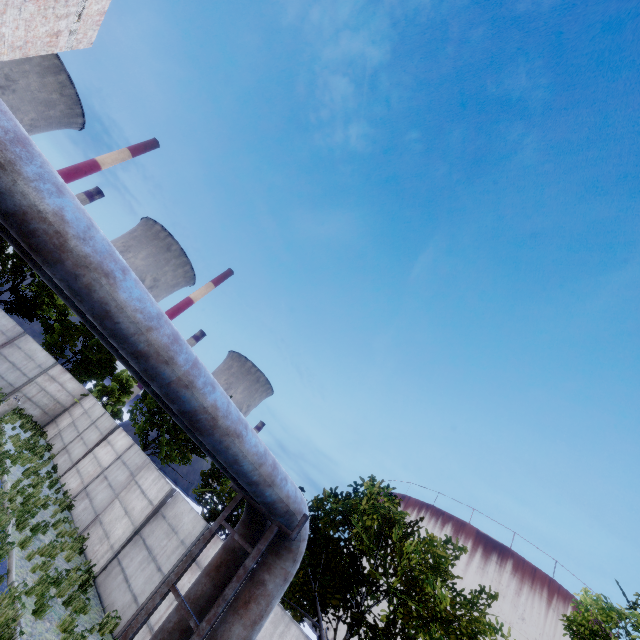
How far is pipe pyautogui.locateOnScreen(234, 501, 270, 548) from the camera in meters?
5.5

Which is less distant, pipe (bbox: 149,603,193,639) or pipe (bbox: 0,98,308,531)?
pipe (bbox: 0,98,308,531)

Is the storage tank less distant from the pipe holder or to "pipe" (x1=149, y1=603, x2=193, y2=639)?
"pipe" (x1=149, y1=603, x2=193, y2=639)

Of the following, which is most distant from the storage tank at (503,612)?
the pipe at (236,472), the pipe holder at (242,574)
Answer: the pipe holder at (242,574)

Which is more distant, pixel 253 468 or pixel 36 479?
pixel 36 479

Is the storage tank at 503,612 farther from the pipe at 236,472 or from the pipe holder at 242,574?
the pipe holder at 242,574
